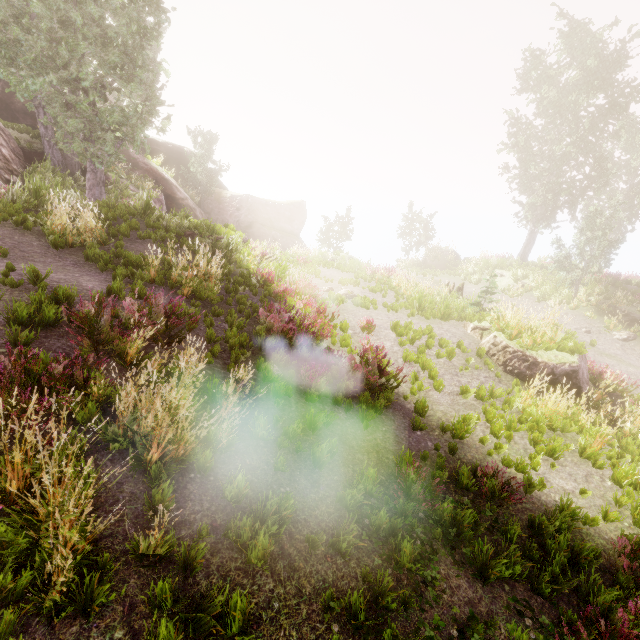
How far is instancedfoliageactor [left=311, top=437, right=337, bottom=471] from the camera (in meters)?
4.68

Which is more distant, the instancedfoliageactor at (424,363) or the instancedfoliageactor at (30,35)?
the instancedfoliageactor at (424,363)

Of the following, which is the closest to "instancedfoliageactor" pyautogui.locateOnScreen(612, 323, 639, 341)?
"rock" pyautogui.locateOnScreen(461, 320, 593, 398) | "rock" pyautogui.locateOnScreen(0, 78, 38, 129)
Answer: "rock" pyautogui.locateOnScreen(0, 78, 38, 129)

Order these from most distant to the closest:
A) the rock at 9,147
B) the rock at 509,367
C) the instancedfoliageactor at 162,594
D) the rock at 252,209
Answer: the rock at 252,209
the rock at 9,147
the rock at 509,367
the instancedfoliageactor at 162,594

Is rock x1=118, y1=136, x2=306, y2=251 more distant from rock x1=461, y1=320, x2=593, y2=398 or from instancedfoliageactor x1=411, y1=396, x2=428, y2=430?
rock x1=461, y1=320, x2=593, y2=398

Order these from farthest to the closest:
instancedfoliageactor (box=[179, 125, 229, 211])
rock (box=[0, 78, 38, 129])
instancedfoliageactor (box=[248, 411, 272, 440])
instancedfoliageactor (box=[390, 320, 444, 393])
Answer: instancedfoliageactor (box=[179, 125, 229, 211]) → rock (box=[0, 78, 38, 129]) → instancedfoliageactor (box=[390, 320, 444, 393]) → instancedfoliageactor (box=[248, 411, 272, 440])

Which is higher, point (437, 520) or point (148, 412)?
point (148, 412)
